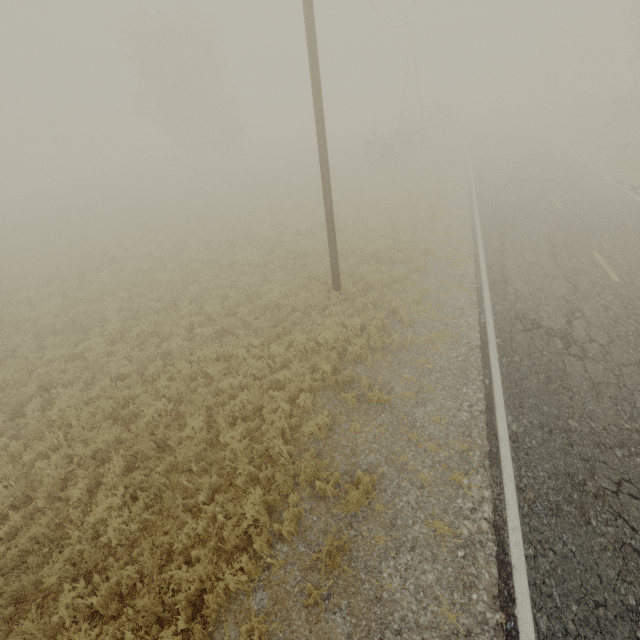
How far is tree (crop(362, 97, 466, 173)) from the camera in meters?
26.9 m

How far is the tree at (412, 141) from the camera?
26.9m

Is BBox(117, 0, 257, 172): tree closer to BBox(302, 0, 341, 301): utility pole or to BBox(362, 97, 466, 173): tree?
BBox(362, 97, 466, 173): tree

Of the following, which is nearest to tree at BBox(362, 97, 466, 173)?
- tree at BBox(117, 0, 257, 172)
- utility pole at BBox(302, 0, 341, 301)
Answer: tree at BBox(117, 0, 257, 172)

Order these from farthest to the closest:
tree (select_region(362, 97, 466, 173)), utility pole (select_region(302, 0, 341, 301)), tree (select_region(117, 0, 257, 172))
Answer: tree (select_region(117, 0, 257, 172)), tree (select_region(362, 97, 466, 173)), utility pole (select_region(302, 0, 341, 301))

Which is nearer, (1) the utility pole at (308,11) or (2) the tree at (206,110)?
(1) the utility pole at (308,11)

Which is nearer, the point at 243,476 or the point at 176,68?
the point at 243,476
